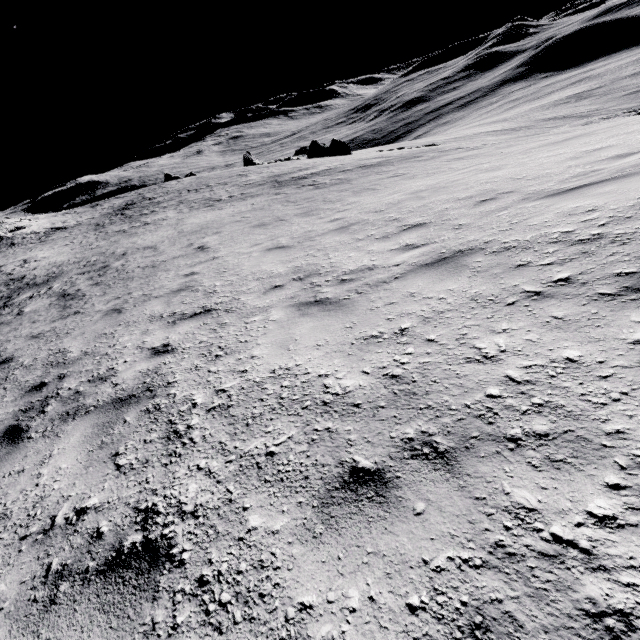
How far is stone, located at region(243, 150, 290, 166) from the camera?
50.8 meters

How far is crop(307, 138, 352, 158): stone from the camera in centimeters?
4438cm

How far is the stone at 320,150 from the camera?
44.4 meters

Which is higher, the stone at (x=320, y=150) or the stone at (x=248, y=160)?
the stone at (x=248, y=160)

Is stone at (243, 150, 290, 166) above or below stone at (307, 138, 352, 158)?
above

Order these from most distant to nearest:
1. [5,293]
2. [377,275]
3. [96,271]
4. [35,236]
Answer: [35,236] < [5,293] < [96,271] < [377,275]

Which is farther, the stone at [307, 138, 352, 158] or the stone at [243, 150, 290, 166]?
the stone at [243, 150, 290, 166]
